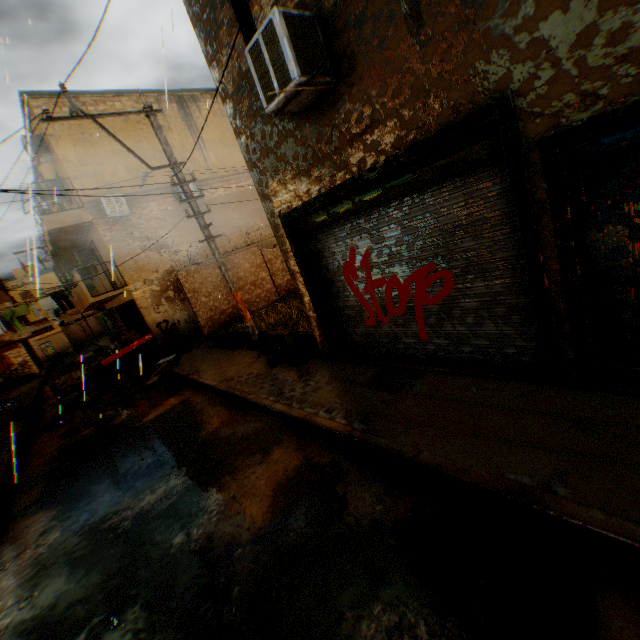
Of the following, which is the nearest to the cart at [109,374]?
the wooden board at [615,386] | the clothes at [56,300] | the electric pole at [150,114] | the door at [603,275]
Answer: the clothes at [56,300]

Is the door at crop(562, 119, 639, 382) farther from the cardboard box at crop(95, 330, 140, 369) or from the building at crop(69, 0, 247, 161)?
the cardboard box at crop(95, 330, 140, 369)

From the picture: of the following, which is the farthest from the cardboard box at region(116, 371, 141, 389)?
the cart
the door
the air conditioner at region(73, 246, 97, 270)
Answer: Result: the air conditioner at region(73, 246, 97, 270)

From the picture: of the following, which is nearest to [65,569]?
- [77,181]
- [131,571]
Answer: [131,571]

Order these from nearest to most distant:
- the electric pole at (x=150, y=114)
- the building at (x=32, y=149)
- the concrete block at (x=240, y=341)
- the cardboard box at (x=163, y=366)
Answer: the electric pole at (x=150, y=114) → the concrete block at (x=240, y=341) → the cardboard box at (x=163, y=366) → the building at (x=32, y=149)

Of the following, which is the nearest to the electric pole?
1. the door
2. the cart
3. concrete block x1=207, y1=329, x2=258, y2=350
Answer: concrete block x1=207, y1=329, x2=258, y2=350

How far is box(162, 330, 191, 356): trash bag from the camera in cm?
1400

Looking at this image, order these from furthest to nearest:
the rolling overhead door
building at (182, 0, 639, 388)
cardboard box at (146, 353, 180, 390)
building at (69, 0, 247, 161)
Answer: cardboard box at (146, 353, 180, 390) → building at (69, 0, 247, 161) → the rolling overhead door → building at (182, 0, 639, 388)
